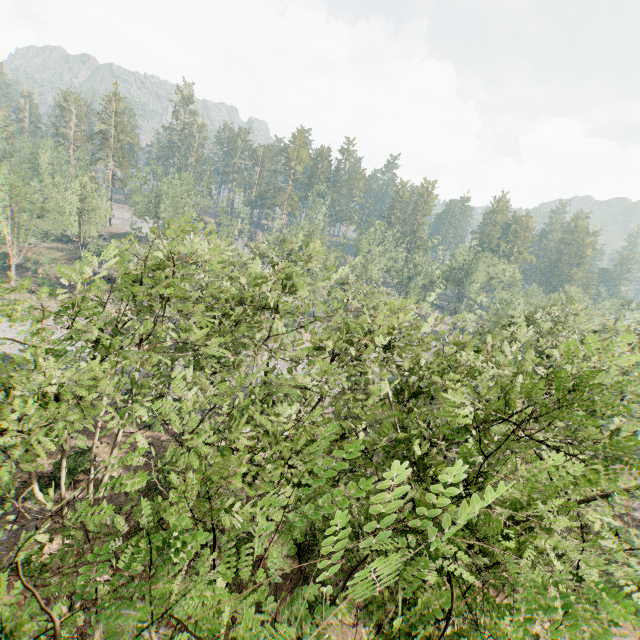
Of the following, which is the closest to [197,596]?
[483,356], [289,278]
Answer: [289,278]
